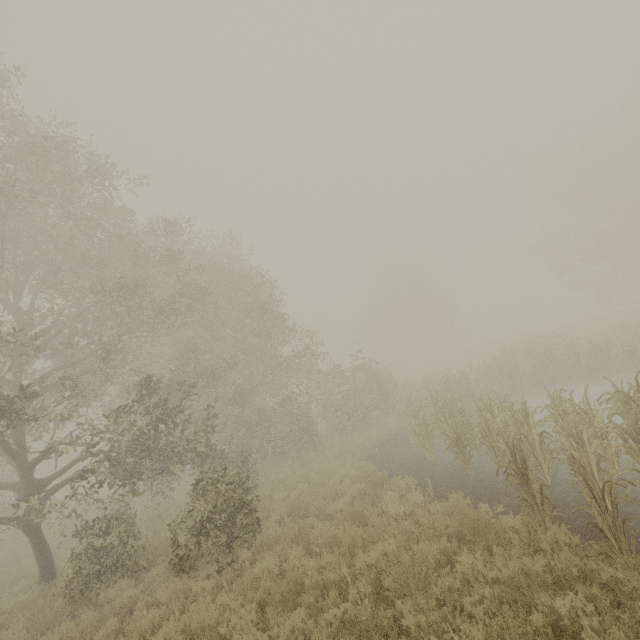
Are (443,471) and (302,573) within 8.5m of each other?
yes
